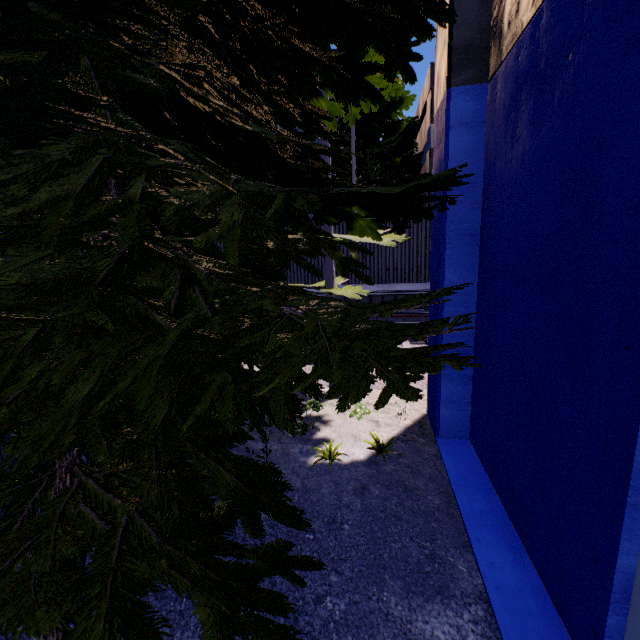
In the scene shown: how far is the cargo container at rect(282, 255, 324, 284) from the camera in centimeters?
1224cm

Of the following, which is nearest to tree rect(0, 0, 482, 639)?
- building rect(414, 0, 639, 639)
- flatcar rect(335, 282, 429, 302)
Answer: building rect(414, 0, 639, 639)

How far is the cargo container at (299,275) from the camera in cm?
1224

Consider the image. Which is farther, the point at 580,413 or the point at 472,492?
A: the point at 472,492

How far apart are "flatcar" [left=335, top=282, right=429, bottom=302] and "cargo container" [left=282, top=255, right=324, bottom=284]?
0.01m

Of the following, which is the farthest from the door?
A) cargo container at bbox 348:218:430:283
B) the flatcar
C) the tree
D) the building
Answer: cargo container at bbox 348:218:430:283

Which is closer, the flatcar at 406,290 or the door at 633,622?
the door at 633,622
